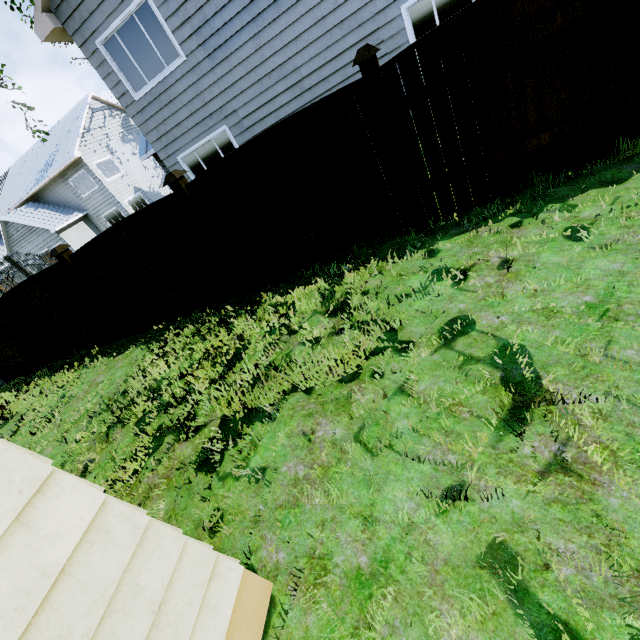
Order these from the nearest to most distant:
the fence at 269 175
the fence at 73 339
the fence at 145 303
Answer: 1. the fence at 269 175
2. the fence at 145 303
3. the fence at 73 339

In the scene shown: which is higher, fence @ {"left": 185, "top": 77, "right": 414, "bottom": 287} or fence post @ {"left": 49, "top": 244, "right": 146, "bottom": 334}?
fence post @ {"left": 49, "top": 244, "right": 146, "bottom": 334}

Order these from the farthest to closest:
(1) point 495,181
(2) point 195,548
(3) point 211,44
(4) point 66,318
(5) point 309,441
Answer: (3) point 211,44 → (4) point 66,318 → (1) point 495,181 → (5) point 309,441 → (2) point 195,548

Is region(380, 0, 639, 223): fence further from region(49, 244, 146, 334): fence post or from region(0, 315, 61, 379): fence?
region(49, 244, 146, 334): fence post

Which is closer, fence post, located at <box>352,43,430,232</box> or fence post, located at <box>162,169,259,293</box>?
fence post, located at <box>352,43,430,232</box>

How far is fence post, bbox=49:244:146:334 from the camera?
6.0 meters

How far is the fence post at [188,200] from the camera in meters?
4.7

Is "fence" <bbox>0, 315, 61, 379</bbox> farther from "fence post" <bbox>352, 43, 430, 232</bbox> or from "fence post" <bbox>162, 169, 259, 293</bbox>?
"fence post" <bbox>352, 43, 430, 232</bbox>
